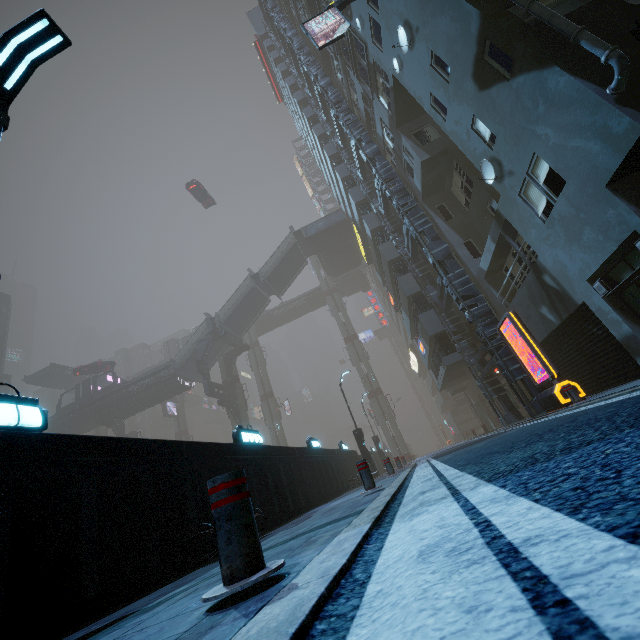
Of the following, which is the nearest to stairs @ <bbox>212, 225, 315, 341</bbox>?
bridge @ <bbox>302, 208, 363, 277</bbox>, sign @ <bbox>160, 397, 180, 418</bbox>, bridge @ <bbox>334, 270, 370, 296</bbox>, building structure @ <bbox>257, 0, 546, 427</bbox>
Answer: bridge @ <bbox>302, 208, 363, 277</bbox>

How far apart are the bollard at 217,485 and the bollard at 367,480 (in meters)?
4.55

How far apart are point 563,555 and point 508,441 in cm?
562

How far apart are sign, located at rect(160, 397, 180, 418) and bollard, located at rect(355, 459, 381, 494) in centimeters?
5001cm

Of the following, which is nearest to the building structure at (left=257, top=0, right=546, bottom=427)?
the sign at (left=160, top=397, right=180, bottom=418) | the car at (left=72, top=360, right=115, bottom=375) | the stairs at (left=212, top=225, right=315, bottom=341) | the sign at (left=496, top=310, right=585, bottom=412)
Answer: the sign at (left=496, top=310, right=585, bottom=412)

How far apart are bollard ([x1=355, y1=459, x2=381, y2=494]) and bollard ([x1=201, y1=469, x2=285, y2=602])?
4.55m

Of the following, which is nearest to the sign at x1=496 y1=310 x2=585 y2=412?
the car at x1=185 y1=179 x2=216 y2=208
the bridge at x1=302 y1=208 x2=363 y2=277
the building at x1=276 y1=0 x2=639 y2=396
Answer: the building at x1=276 y1=0 x2=639 y2=396

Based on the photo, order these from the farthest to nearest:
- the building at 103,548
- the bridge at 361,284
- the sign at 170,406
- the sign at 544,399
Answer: the bridge at 361,284
the sign at 170,406
the sign at 544,399
the building at 103,548
